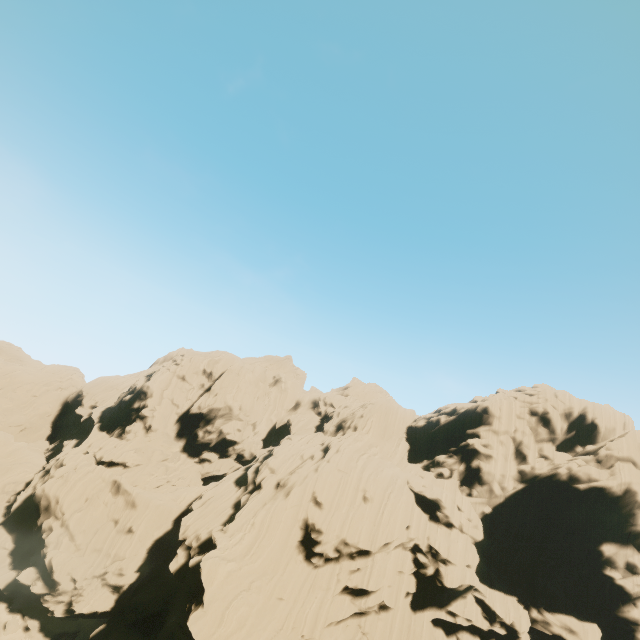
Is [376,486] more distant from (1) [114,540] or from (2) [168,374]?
(2) [168,374]
